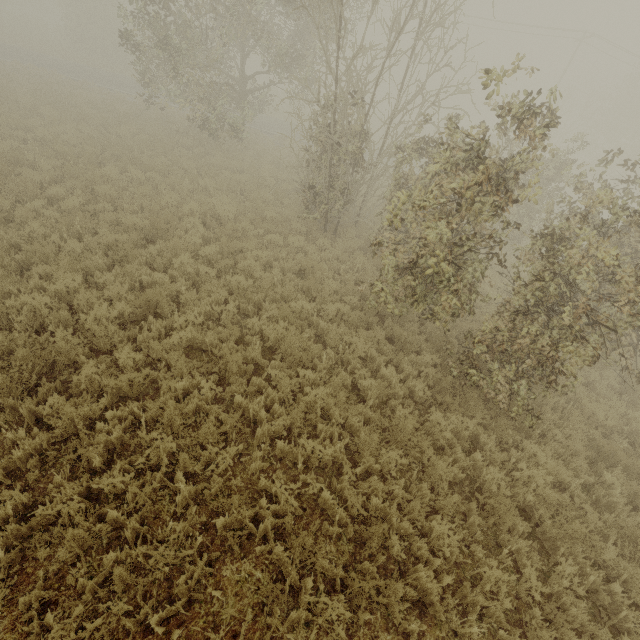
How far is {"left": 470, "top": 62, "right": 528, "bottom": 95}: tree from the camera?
4.3m

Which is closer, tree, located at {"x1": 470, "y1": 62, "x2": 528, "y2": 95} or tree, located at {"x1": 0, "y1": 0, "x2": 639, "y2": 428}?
tree, located at {"x1": 470, "y1": 62, "x2": 528, "y2": 95}

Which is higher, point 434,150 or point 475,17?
point 475,17

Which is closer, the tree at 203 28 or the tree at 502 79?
the tree at 502 79

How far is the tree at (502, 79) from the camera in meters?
4.3
